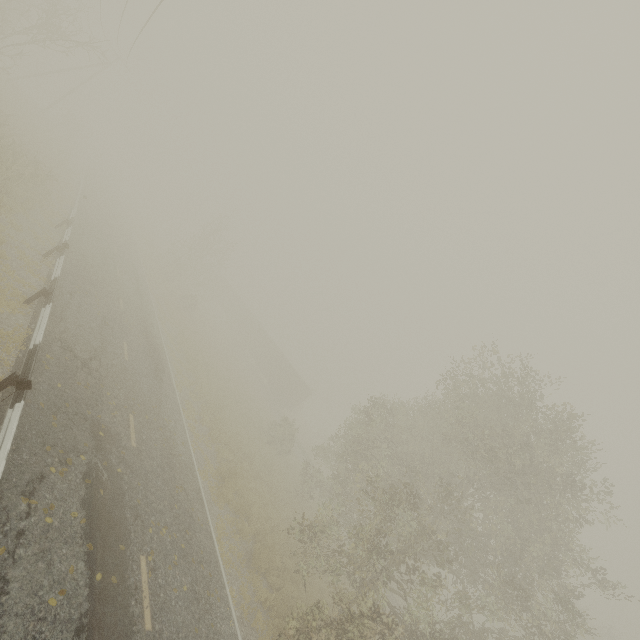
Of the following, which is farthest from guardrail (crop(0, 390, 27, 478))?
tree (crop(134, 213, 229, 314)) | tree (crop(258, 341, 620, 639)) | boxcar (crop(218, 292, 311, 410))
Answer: boxcar (crop(218, 292, 311, 410))

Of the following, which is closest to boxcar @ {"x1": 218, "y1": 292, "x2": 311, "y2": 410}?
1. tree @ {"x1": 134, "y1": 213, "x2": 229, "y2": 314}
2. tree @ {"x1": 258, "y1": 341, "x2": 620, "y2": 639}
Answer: tree @ {"x1": 134, "y1": 213, "x2": 229, "y2": 314}

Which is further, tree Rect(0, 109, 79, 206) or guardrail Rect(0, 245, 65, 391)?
tree Rect(0, 109, 79, 206)

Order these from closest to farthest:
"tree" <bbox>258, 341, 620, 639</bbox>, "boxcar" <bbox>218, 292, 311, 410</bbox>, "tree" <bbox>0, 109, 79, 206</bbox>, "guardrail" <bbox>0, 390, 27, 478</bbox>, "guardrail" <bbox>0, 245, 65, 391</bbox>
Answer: "guardrail" <bbox>0, 390, 27, 478</bbox>, "guardrail" <bbox>0, 245, 65, 391</bbox>, "tree" <bbox>258, 341, 620, 639</bbox>, "tree" <bbox>0, 109, 79, 206</bbox>, "boxcar" <bbox>218, 292, 311, 410</bbox>

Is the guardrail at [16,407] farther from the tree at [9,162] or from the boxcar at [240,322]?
the boxcar at [240,322]

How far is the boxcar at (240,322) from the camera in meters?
41.6

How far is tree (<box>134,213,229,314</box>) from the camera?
35.38m

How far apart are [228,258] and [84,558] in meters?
35.5 m
